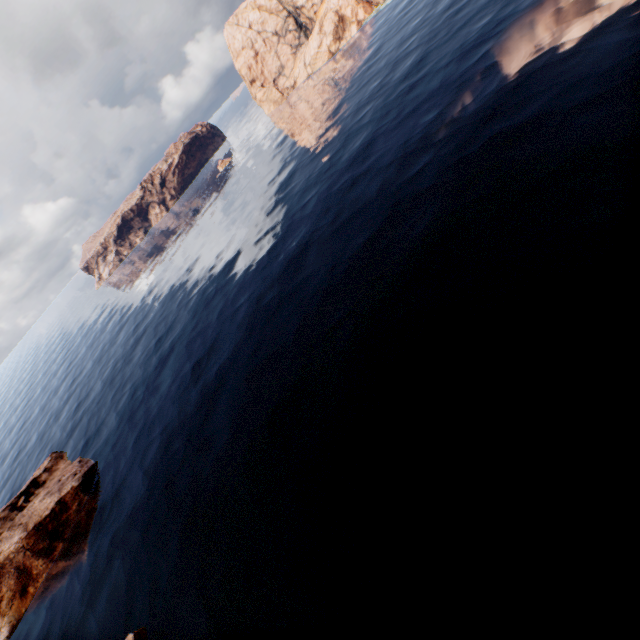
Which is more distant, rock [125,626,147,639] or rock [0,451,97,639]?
rock [0,451,97,639]

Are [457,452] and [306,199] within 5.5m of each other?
no

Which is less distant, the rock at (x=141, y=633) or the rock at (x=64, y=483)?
the rock at (x=141, y=633)
